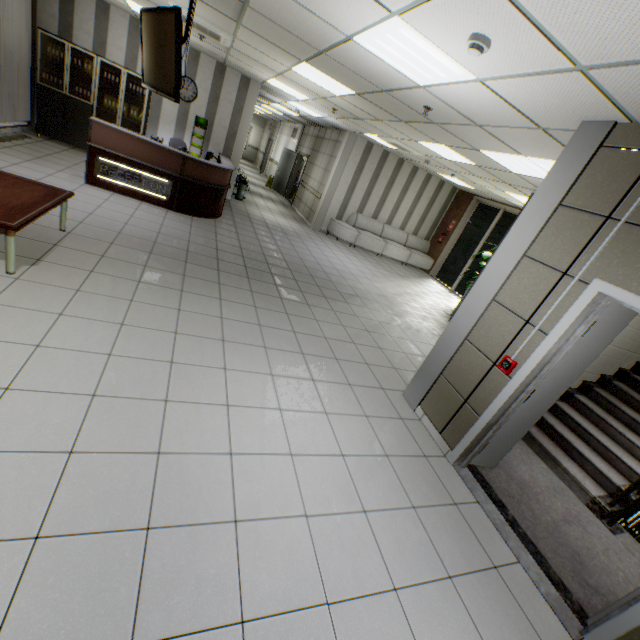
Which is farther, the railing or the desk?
the desk

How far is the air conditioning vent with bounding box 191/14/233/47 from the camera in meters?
5.1

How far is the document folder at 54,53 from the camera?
7.2m

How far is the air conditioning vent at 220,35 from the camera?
5.13m

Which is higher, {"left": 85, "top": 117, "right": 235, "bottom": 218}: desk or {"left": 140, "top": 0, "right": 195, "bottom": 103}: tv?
{"left": 140, "top": 0, "right": 195, "bottom": 103}: tv

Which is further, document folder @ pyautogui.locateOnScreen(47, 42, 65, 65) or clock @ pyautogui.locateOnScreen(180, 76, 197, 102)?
clock @ pyautogui.locateOnScreen(180, 76, 197, 102)

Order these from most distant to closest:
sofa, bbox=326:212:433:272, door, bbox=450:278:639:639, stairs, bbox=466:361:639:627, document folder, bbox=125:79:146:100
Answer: sofa, bbox=326:212:433:272, document folder, bbox=125:79:146:100, stairs, bbox=466:361:639:627, door, bbox=450:278:639:639

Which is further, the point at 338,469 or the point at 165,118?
the point at 165,118
